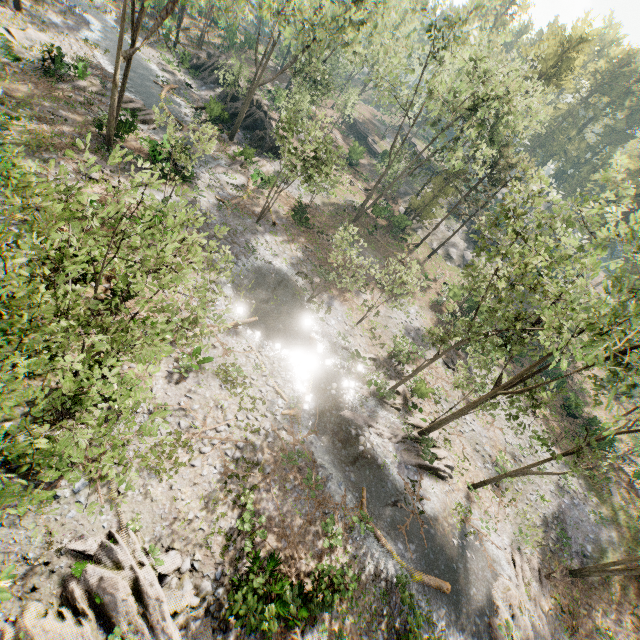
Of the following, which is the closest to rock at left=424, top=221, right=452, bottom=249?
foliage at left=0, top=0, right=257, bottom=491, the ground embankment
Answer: foliage at left=0, top=0, right=257, bottom=491

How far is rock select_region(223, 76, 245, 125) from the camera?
34.6 meters

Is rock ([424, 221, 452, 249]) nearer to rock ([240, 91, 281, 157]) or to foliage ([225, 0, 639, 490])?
foliage ([225, 0, 639, 490])

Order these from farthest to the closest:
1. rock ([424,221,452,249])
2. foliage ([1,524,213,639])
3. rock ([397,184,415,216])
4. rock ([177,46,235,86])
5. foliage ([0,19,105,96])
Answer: rock ([397,184,415,216]) < rock ([424,221,452,249]) < rock ([177,46,235,86]) < foliage ([0,19,105,96]) < foliage ([1,524,213,639])

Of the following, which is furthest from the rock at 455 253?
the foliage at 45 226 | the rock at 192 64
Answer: the rock at 192 64

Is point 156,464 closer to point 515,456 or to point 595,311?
point 595,311

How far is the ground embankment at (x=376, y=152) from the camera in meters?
52.6 m

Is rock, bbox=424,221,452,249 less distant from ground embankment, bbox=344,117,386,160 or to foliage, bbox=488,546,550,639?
foliage, bbox=488,546,550,639
